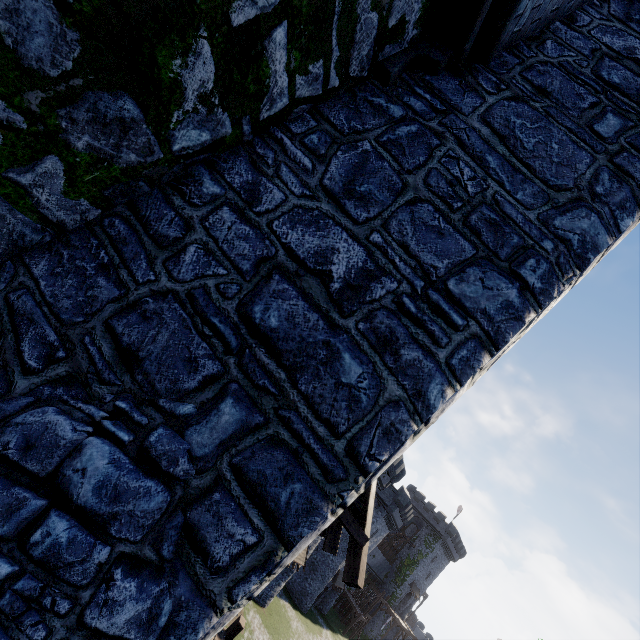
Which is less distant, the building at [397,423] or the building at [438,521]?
the building at [397,423]

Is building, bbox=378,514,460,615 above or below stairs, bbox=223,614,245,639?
above

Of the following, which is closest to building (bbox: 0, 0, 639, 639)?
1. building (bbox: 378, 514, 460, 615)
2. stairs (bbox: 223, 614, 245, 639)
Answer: stairs (bbox: 223, 614, 245, 639)

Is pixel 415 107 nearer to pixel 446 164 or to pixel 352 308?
pixel 446 164

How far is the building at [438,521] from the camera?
55.5m

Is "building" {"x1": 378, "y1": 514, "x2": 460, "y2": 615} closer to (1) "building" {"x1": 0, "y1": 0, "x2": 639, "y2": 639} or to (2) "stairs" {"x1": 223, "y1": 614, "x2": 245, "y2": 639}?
(2) "stairs" {"x1": 223, "y1": 614, "x2": 245, "y2": 639}

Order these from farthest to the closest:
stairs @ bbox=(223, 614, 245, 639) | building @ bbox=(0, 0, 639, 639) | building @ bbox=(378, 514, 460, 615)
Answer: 1. building @ bbox=(378, 514, 460, 615)
2. stairs @ bbox=(223, 614, 245, 639)
3. building @ bbox=(0, 0, 639, 639)
